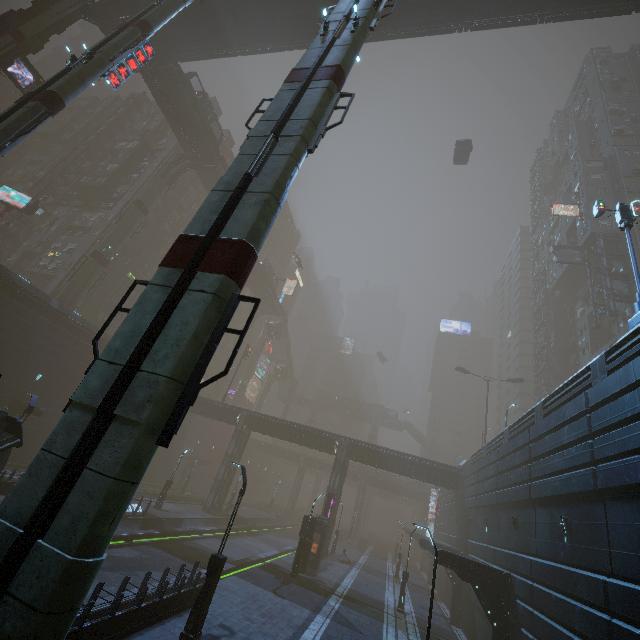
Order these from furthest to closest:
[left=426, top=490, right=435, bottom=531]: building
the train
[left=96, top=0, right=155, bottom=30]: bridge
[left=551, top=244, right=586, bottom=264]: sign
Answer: [left=426, top=490, right=435, bottom=531]: building → [left=551, top=244, right=586, bottom=264]: sign → [left=96, top=0, right=155, bottom=30]: bridge → the train

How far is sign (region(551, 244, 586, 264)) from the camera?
40.2m

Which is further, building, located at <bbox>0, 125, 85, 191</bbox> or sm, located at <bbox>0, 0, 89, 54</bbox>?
building, located at <bbox>0, 125, 85, 191</bbox>

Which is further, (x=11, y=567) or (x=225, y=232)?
(x=225, y=232)

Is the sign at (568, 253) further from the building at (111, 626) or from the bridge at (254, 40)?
the bridge at (254, 40)

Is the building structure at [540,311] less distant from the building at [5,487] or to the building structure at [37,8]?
the building at [5,487]

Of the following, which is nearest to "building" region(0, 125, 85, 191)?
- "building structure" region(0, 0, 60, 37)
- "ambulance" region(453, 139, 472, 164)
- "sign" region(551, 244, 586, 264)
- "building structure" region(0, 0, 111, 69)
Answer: "sign" region(551, 244, 586, 264)
